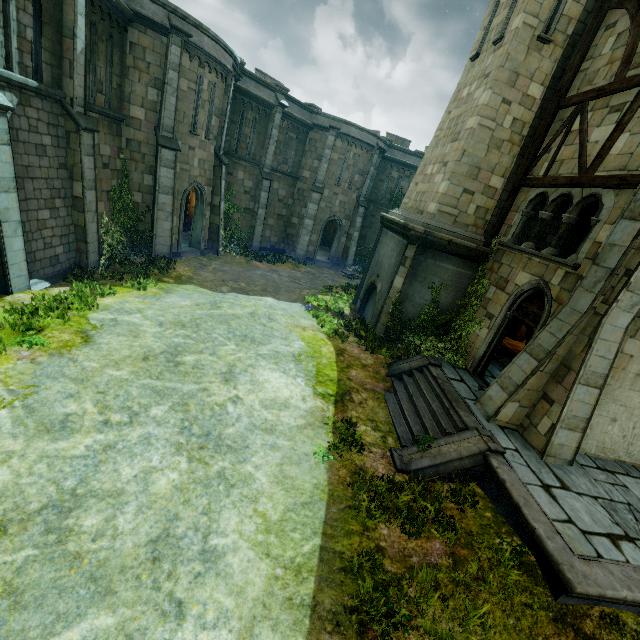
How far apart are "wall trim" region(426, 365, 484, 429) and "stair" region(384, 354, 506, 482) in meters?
0.0

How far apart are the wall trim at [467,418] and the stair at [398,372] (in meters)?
0.01

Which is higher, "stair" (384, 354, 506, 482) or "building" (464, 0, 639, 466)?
"building" (464, 0, 639, 466)

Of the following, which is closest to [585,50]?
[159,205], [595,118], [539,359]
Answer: [595,118]

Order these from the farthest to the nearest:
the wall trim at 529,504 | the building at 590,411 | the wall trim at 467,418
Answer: the wall trim at 467,418 < the building at 590,411 < the wall trim at 529,504

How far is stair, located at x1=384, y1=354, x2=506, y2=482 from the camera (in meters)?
7.45

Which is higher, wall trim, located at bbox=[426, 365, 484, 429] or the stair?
wall trim, located at bbox=[426, 365, 484, 429]

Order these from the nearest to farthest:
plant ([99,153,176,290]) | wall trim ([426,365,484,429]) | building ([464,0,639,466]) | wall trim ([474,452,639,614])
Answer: wall trim ([474,452,639,614]), building ([464,0,639,466]), wall trim ([426,365,484,429]), plant ([99,153,176,290])
